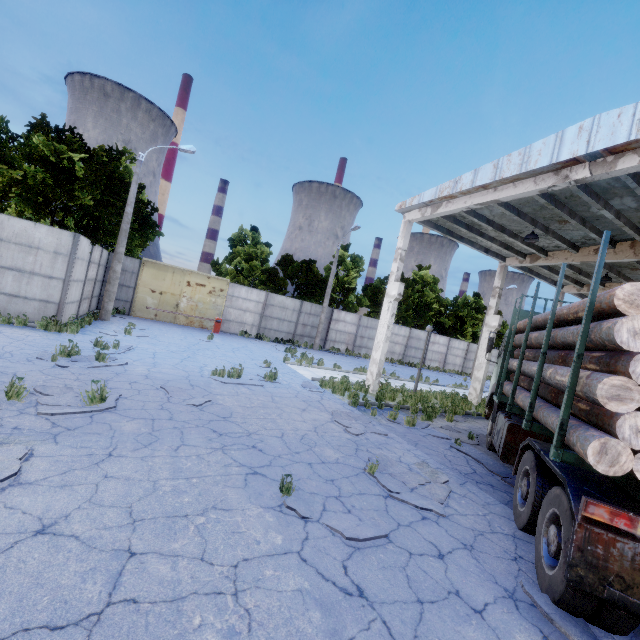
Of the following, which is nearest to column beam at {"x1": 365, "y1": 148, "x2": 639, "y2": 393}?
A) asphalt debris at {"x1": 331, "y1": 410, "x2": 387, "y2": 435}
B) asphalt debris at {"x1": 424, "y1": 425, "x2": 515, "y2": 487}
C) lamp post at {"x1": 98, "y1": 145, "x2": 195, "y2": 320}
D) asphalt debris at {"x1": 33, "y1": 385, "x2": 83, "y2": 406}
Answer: asphalt debris at {"x1": 424, "y1": 425, "x2": 515, "y2": 487}

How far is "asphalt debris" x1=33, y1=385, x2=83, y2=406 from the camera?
5.9 meters

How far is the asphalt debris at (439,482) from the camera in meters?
5.6

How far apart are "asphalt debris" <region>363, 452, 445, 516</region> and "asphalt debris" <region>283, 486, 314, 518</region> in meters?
1.0 m

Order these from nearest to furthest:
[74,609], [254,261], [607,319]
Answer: [74,609], [607,319], [254,261]

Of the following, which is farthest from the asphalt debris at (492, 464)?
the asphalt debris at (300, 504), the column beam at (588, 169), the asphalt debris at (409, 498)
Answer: the asphalt debris at (300, 504)

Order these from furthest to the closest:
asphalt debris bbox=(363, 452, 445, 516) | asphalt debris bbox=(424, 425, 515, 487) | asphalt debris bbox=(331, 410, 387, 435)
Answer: asphalt debris bbox=(331, 410, 387, 435), asphalt debris bbox=(424, 425, 515, 487), asphalt debris bbox=(363, 452, 445, 516)
